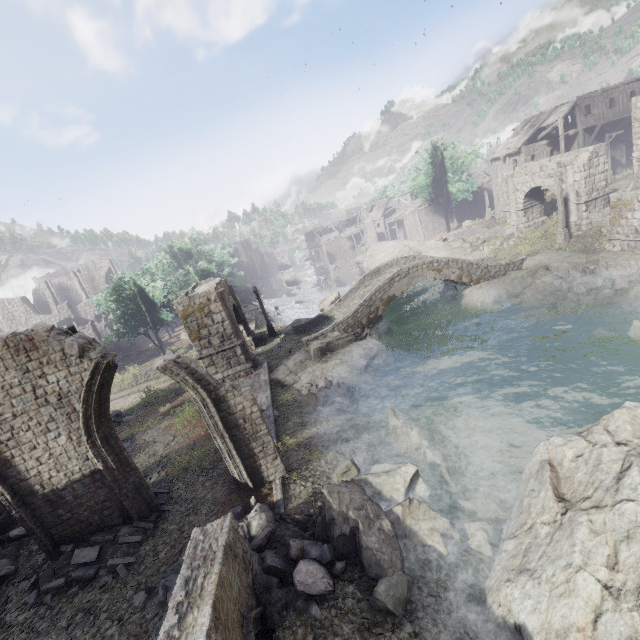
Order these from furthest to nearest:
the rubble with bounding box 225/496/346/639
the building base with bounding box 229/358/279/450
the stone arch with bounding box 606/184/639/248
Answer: the stone arch with bounding box 606/184/639/248 → the building base with bounding box 229/358/279/450 → the rubble with bounding box 225/496/346/639

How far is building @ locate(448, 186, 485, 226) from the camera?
→ 53.44m

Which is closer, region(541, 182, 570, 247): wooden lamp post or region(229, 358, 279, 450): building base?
region(229, 358, 279, 450): building base

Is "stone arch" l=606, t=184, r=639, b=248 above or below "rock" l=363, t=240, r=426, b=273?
above

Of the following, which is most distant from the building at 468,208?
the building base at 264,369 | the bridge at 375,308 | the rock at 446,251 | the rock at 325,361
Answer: the rock at 325,361

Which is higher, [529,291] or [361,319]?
[361,319]

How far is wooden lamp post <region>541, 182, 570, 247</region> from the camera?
24.94m

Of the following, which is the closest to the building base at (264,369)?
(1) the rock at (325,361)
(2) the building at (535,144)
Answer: (1) the rock at (325,361)
